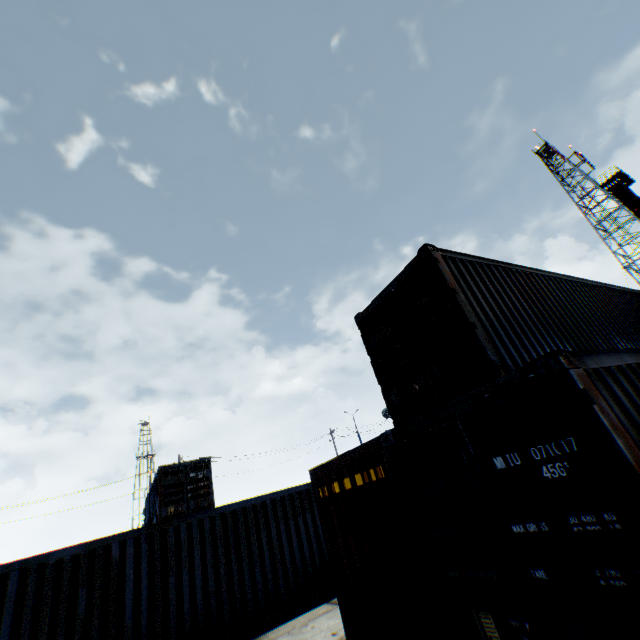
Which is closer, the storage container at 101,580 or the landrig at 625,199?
the storage container at 101,580

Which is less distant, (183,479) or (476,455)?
(476,455)

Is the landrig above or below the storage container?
above

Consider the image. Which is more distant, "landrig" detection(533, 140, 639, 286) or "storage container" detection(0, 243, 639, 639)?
"landrig" detection(533, 140, 639, 286)

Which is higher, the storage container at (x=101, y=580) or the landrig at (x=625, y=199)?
the landrig at (x=625, y=199)
